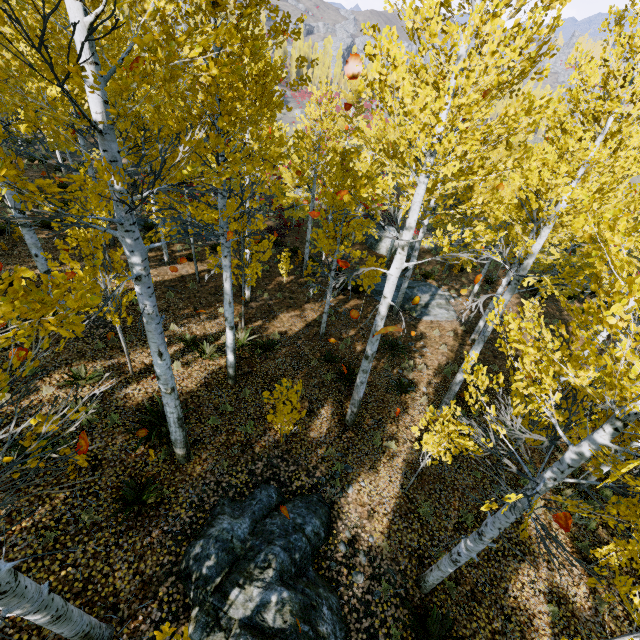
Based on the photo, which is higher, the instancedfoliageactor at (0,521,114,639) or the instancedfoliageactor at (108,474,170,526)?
the instancedfoliageactor at (0,521,114,639)

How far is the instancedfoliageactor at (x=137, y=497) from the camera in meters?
5.6 m

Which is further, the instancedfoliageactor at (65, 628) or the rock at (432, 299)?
the rock at (432, 299)

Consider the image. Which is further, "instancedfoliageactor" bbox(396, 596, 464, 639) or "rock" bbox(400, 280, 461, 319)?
"rock" bbox(400, 280, 461, 319)

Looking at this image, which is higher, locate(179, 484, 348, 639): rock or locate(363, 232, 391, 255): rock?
locate(179, 484, 348, 639): rock

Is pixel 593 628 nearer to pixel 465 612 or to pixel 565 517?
pixel 465 612

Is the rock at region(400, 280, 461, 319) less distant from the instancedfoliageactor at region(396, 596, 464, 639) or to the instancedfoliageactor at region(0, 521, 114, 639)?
the instancedfoliageactor at region(0, 521, 114, 639)

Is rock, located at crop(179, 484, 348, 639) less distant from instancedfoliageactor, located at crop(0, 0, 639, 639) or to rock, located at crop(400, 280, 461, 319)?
instancedfoliageactor, located at crop(0, 0, 639, 639)
